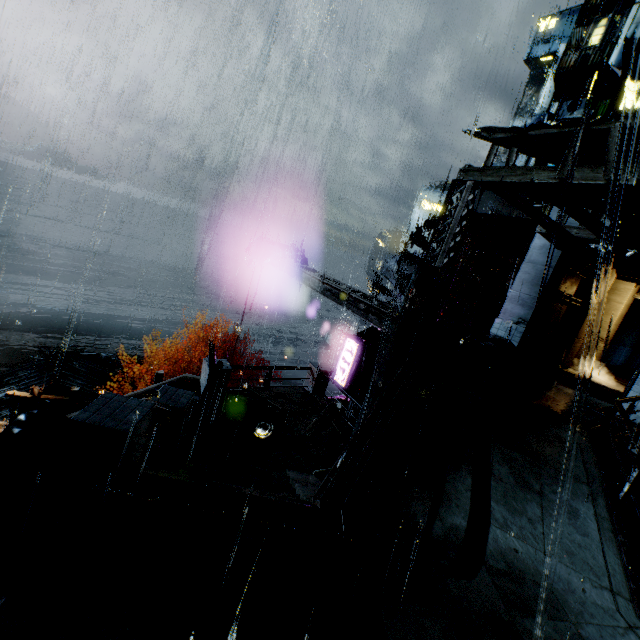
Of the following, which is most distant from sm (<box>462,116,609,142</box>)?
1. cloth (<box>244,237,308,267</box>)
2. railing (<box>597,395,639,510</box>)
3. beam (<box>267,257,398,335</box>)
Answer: cloth (<box>244,237,308,267</box>)

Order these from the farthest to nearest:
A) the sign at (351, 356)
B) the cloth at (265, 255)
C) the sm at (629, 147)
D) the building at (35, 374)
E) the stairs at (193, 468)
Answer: the sign at (351, 356), the cloth at (265, 255), the building at (35, 374), the sm at (629, 147), the stairs at (193, 468)

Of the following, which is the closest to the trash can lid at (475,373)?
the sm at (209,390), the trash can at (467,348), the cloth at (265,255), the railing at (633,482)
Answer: the trash can at (467,348)

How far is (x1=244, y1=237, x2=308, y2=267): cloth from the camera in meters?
17.7 m

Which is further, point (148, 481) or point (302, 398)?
point (302, 398)

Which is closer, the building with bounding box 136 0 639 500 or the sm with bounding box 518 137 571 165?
the building with bounding box 136 0 639 500

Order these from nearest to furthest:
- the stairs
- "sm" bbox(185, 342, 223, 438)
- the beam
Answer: the stairs, "sm" bbox(185, 342, 223, 438), the beam

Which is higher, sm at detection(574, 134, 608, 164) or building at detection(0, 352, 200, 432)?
sm at detection(574, 134, 608, 164)
